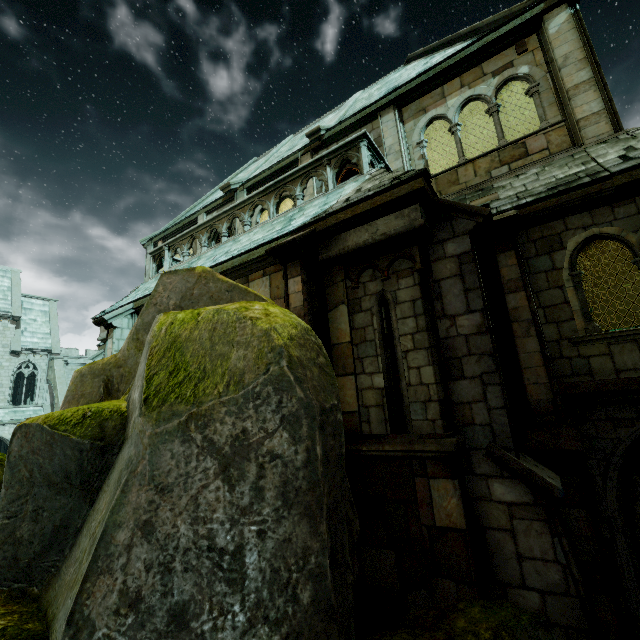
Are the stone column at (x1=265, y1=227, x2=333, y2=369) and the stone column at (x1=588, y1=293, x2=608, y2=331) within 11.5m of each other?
no

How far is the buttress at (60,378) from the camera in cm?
2964

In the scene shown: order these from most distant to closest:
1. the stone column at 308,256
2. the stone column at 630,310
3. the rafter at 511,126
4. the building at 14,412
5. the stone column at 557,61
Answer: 1. the building at 14,412
2. the rafter at 511,126
3. the stone column at 630,310
4. the stone column at 557,61
5. the stone column at 308,256

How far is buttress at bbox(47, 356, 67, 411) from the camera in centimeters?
2964cm

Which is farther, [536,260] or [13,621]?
[536,260]

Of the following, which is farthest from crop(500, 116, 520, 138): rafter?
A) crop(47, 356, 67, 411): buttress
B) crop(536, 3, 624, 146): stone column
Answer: crop(47, 356, 67, 411): buttress

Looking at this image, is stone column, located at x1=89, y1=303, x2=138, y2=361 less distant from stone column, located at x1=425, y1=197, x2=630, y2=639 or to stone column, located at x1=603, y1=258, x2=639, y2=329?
stone column, located at x1=425, y1=197, x2=630, y2=639

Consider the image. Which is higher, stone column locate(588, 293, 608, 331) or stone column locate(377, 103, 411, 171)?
stone column locate(377, 103, 411, 171)
